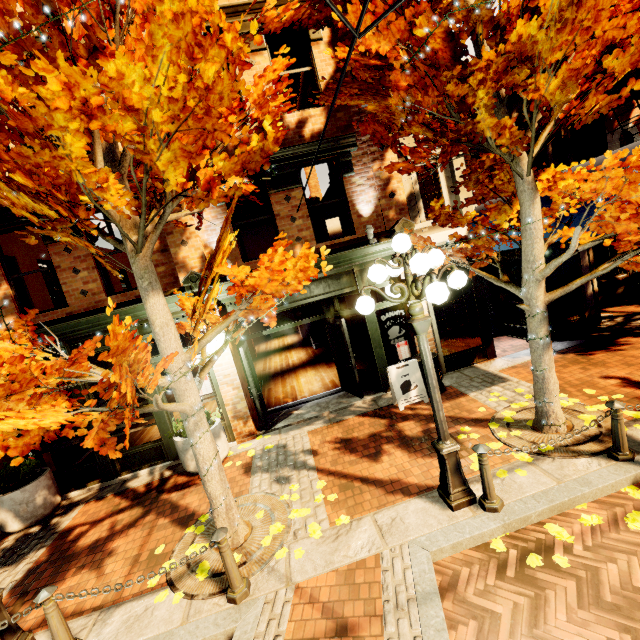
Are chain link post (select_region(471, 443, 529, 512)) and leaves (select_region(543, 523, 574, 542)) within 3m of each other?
yes

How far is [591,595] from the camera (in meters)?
3.08

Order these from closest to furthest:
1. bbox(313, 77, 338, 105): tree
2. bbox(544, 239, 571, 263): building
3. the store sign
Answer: bbox(313, 77, 338, 105): tree
the store sign
bbox(544, 239, 571, 263): building

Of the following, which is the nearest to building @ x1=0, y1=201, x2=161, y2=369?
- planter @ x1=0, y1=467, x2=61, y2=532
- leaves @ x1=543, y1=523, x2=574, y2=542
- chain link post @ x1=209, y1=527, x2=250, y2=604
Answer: planter @ x1=0, y1=467, x2=61, y2=532

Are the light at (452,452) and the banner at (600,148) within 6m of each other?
no

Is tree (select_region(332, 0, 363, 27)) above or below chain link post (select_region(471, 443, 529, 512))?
above

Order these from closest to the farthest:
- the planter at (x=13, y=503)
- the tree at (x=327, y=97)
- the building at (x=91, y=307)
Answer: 1. the tree at (x=327, y=97)
2. the planter at (x=13, y=503)
3. the building at (x=91, y=307)

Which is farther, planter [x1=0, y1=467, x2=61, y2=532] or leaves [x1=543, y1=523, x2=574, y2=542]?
planter [x1=0, y1=467, x2=61, y2=532]
